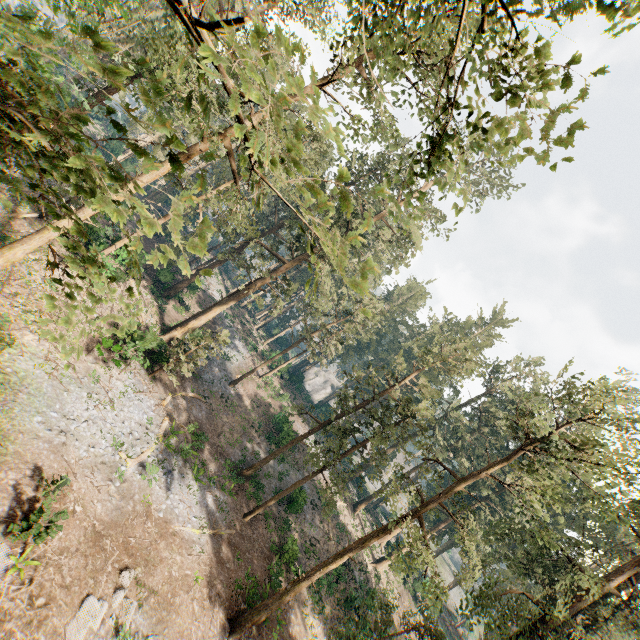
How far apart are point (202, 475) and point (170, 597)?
9.3m

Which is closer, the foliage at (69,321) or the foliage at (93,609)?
the foliage at (69,321)

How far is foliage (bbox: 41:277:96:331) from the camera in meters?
3.1 m

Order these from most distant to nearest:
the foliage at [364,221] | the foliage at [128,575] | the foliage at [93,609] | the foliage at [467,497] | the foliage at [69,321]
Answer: the foliage at [467,497]
the foliage at [128,575]
the foliage at [93,609]
the foliage at [69,321]
the foliage at [364,221]

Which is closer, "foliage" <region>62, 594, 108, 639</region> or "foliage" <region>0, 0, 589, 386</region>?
"foliage" <region>0, 0, 589, 386</region>

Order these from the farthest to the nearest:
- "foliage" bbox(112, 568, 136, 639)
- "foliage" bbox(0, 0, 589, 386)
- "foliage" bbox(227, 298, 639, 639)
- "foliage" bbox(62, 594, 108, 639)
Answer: "foliage" bbox(227, 298, 639, 639), "foliage" bbox(112, 568, 136, 639), "foliage" bbox(62, 594, 108, 639), "foliage" bbox(0, 0, 589, 386)
